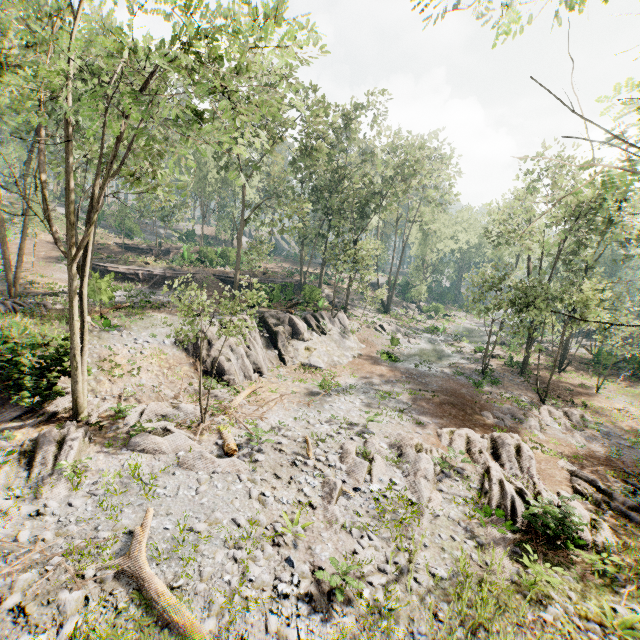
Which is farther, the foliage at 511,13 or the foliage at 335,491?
the foliage at 335,491

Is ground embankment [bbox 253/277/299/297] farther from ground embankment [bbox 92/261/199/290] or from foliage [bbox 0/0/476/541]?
ground embankment [bbox 92/261/199/290]

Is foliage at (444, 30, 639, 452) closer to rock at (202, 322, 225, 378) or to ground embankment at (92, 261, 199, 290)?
rock at (202, 322, 225, 378)

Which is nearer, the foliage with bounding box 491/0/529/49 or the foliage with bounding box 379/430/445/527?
the foliage with bounding box 491/0/529/49

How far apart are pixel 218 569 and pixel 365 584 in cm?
360

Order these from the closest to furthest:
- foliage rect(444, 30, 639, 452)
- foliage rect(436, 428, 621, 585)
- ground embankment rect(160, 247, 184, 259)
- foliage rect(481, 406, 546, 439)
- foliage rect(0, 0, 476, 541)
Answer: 1. foliage rect(444, 30, 639, 452)
2. foliage rect(0, 0, 476, 541)
3. foliage rect(436, 428, 621, 585)
4. foliage rect(481, 406, 546, 439)
5. ground embankment rect(160, 247, 184, 259)

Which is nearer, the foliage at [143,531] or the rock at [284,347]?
the foliage at [143,531]

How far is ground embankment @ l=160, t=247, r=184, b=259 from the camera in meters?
40.6
